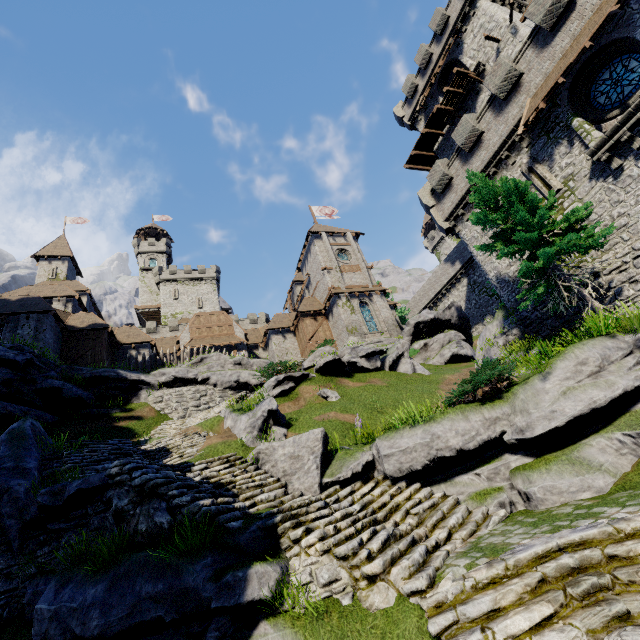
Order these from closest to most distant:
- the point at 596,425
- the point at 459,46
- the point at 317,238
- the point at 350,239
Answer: the point at 596,425
the point at 459,46
the point at 317,238
the point at 350,239

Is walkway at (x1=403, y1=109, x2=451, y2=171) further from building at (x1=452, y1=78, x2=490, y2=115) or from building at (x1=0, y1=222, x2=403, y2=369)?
building at (x1=0, y1=222, x2=403, y2=369)

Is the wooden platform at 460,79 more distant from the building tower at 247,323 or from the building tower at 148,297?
the building tower at 148,297

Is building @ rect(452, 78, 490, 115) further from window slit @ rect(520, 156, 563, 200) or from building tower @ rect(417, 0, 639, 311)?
window slit @ rect(520, 156, 563, 200)

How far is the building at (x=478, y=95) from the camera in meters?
25.2

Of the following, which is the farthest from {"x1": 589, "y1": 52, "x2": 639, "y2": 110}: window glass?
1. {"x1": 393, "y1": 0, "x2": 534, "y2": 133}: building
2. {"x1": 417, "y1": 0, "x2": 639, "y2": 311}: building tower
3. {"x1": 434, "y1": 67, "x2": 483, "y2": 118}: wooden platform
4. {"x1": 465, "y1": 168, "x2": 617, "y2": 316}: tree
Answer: {"x1": 434, "y1": 67, "x2": 483, "y2": 118}: wooden platform

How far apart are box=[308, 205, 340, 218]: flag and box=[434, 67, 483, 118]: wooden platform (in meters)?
21.13

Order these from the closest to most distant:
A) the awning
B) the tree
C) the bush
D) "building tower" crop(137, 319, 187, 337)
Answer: the bush, the tree, the awning, "building tower" crop(137, 319, 187, 337)
